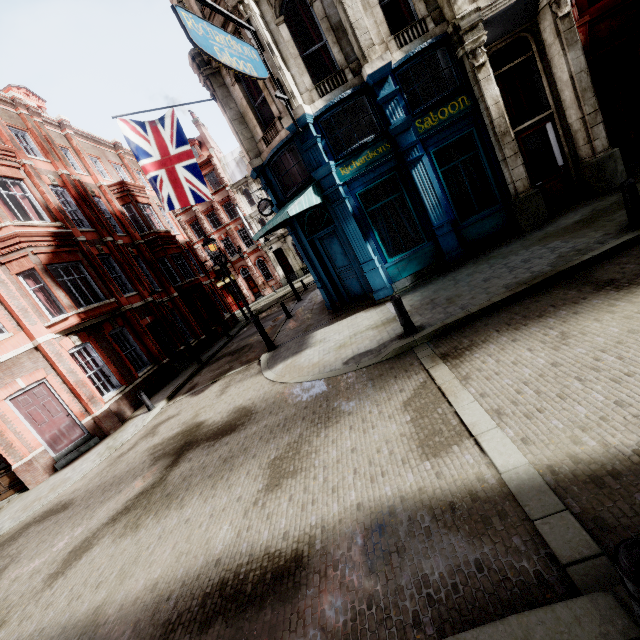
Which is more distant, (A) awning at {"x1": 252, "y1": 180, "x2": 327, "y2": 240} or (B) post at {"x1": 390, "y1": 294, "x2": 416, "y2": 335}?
(A) awning at {"x1": 252, "y1": 180, "x2": 327, "y2": 240}

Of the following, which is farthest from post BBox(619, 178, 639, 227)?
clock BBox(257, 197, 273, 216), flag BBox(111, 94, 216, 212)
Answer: clock BBox(257, 197, 273, 216)

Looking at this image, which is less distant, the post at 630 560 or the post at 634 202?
the post at 630 560

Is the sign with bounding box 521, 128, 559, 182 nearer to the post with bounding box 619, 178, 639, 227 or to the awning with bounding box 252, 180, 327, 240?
the post with bounding box 619, 178, 639, 227

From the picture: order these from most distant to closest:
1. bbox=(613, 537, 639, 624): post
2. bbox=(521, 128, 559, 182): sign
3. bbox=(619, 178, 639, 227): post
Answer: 1. bbox=(521, 128, 559, 182): sign
2. bbox=(619, 178, 639, 227): post
3. bbox=(613, 537, 639, 624): post

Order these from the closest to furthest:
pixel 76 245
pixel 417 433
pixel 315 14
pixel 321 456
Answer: pixel 417 433
pixel 321 456
pixel 315 14
pixel 76 245

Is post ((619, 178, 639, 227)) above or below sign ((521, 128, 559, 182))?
below

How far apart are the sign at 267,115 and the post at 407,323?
7.58m
